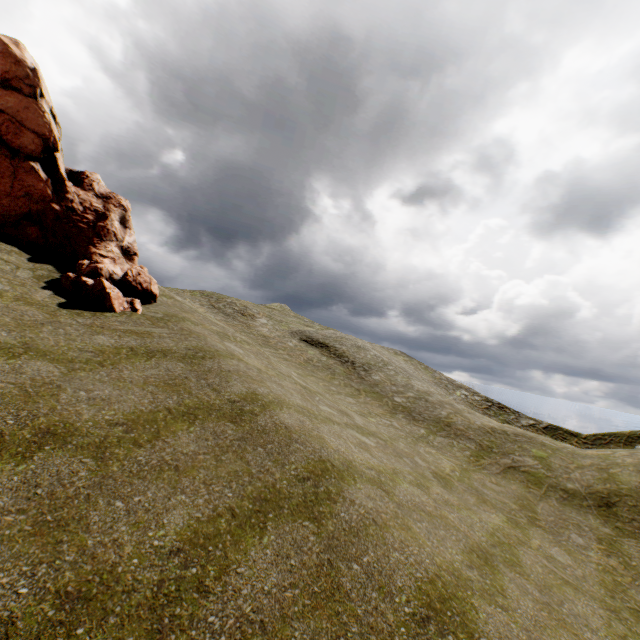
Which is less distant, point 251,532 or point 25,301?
point 251,532
